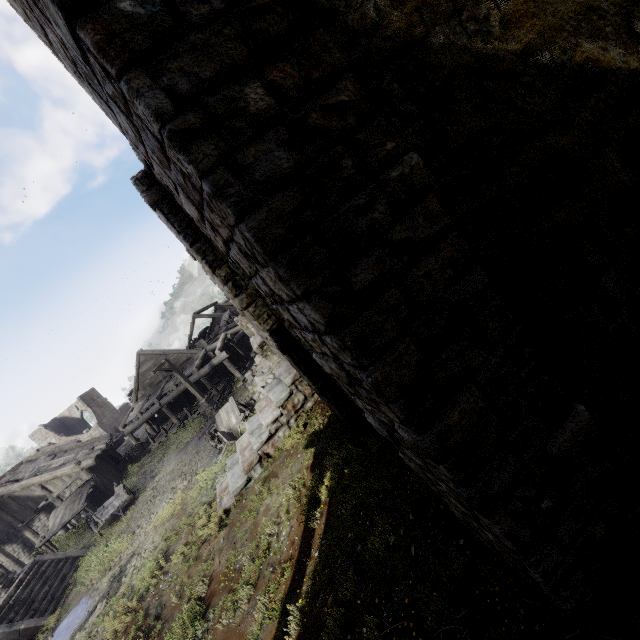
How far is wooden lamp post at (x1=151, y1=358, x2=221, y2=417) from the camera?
20.12m

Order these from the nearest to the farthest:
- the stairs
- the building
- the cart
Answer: the building → the stairs → the cart

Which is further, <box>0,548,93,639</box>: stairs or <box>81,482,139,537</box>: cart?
<box>81,482,139,537</box>: cart

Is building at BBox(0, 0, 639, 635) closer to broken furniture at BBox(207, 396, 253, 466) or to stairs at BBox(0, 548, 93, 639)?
broken furniture at BBox(207, 396, 253, 466)

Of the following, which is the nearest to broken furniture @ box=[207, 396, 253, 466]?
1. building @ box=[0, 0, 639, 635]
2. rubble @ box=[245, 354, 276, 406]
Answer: rubble @ box=[245, 354, 276, 406]

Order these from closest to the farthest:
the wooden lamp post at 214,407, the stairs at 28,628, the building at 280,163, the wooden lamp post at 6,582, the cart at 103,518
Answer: the building at 280,163 < the stairs at 28,628 < the wooden lamp post at 6,582 < the cart at 103,518 < the wooden lamp post at 214,407

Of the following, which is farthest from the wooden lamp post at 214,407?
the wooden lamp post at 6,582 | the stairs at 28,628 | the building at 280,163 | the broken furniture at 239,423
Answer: the wooden lamp post at 6,582

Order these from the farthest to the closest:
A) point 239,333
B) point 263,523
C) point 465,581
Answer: point 239,333, point 263,523, point 465,581
